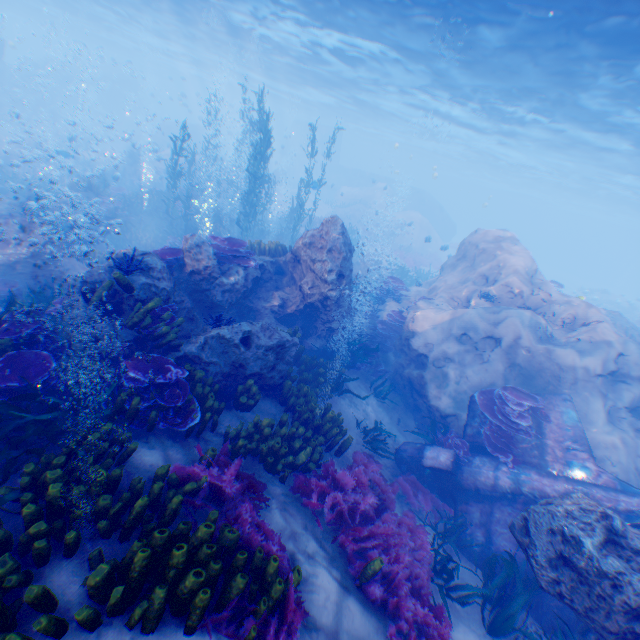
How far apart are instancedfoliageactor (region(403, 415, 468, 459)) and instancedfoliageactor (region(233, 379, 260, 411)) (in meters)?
4.55

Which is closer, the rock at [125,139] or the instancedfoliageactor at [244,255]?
the instancedfoliageactor at [244,255]

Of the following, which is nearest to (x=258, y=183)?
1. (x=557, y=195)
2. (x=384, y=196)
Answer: (x=384, y=196)

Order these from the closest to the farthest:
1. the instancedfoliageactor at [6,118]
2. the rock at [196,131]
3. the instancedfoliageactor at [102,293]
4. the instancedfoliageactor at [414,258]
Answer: the instancedfoliageactor at [102,293], the instancedfoliageactor at [414,258], the instancedfoliageactor at [6,118], the rock at [196,131]

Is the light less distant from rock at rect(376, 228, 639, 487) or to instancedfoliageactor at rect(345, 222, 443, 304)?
rock at rect(376, 228, 639, 487)

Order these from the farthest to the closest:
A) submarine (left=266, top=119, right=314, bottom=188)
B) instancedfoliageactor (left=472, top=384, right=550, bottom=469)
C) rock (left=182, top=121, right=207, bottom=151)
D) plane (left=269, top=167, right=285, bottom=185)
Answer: submarine (left=266, top=119, right=314, bottom=188), rock (left=182, top=121, right=207, bottom=151), plane (left=269, top=167, right=285, bottom=185), instancedfoliageactor (left=472, top=384, right=550, bottom=469)

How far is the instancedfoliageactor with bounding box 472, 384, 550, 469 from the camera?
8.1m

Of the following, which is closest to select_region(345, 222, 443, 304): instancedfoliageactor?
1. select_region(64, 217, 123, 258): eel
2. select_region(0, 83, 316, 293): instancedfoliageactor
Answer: select_region(0, 83, 316, 293): instancedfoliageactor
